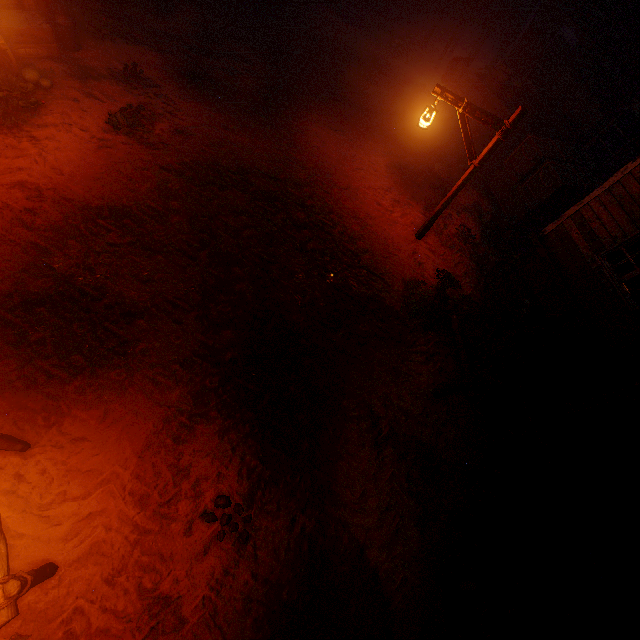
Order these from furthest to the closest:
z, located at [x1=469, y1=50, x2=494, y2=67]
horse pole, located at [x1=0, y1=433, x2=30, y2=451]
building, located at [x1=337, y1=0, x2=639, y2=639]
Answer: z, located at [x1=469, y1=50, x2=494, y2=67] < building, located at [x1=337, y1=0, x2=639, y2=639] < horse pole, located at [x1=0, y1=433, x2=30, y2=451]

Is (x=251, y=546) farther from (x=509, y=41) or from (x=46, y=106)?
(x=509, y=41)

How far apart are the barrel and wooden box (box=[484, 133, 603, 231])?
2.1m

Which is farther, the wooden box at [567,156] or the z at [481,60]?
the z at [481,60]

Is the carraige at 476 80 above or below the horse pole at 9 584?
above

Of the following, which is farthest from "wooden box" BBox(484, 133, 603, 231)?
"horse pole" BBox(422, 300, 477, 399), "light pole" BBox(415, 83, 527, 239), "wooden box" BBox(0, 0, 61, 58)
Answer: "wooden box" BBox(0, 0, 61, 58)

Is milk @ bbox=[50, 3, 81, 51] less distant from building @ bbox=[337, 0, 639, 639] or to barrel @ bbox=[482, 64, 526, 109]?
building @ bbox=[337, 0, 639, 639]

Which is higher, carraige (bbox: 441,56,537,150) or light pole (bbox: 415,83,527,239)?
light pole (bbox: 415,83,527,239)
